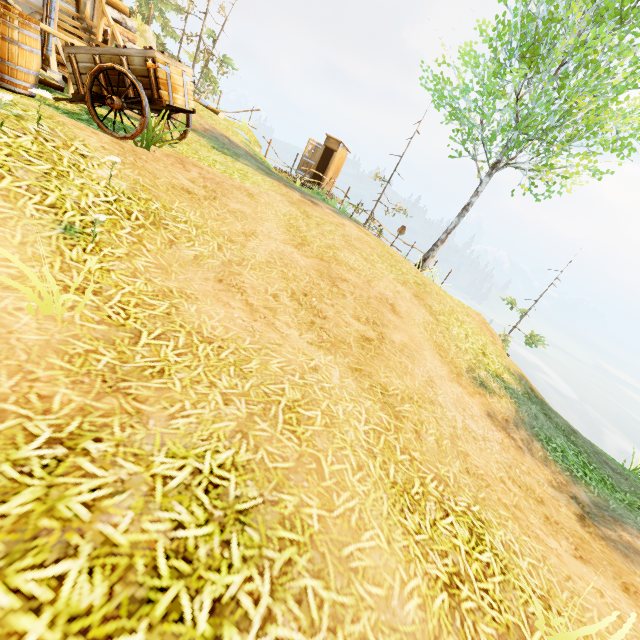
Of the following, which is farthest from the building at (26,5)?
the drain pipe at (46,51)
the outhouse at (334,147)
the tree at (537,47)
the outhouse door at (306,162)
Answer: the tree at (537,47)

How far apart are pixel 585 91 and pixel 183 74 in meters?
10.7 m

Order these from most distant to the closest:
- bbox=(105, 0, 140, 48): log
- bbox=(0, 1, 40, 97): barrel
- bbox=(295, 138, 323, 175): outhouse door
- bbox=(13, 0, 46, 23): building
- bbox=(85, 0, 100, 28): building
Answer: bbox=(295, 138, 323, 175): outhouse door
bbox=(105, 0, 140, 48): log
bbox=(85, 0, 100, 28): building
bbox=(13, 0, 46, 23): building
bbox=(0, 1, 40, 97): barrel

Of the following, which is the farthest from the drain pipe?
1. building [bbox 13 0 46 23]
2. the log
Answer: the log

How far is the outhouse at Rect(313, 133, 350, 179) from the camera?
18.39m

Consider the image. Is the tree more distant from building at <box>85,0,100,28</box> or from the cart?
building at <box>85,0,100,28</box>

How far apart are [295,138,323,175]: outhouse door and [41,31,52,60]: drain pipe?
12.8m

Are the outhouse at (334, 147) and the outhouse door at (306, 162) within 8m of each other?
yes
